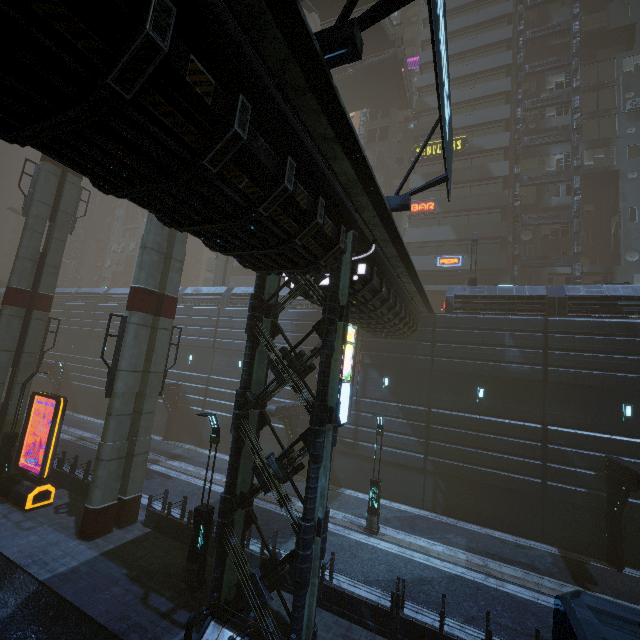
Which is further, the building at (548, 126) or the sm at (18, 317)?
the building at (548, 126)

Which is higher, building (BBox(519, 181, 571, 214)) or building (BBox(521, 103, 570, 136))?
building (BBox(521, 103, 570, 136))

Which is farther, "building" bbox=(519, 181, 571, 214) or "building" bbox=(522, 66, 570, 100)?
"building" bbox=(522, 66, 570, 100)

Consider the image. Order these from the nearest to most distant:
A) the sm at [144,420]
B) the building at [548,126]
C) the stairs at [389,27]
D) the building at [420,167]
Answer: the sm at [144,420], the stairs at [389,27], the building at [548,126], the building at [420,167]

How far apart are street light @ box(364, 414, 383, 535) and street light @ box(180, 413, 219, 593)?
7.64m

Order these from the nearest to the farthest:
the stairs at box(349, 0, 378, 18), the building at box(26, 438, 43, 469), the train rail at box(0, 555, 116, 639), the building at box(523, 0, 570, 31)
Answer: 1. the train rail at box(0, 555, 116, 639)
2. the building at box(26, 438, 43, 469)
3. the stairs at box(349, 0, 378, 18)
4. the building at box(523, 0, 570, 31)

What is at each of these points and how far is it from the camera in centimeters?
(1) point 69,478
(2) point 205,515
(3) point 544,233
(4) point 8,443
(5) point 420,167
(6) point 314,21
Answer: (1) building, 1653cm
(2) street light, 1068cm
(3) building, 3156cm
(4) street light, 1639cm
(5) building, 3369cm
(6) building, 4850cm

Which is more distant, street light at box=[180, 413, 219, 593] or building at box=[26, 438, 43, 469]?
building at box=[26, 438, 43, 469]
